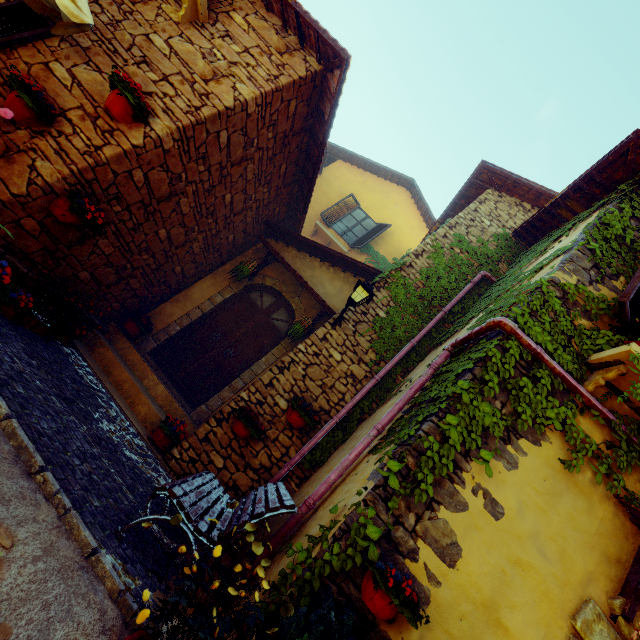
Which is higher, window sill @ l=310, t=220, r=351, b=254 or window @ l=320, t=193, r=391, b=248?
window @ l=320, t=193, r=391, b=248

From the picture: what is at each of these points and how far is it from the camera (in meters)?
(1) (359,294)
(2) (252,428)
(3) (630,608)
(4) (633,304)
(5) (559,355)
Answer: (1) street light, 5.36
(2) flower pot, 4.76
(3) door eaves, 2.33
(4) window, 3.19
(5) vines, 3.13

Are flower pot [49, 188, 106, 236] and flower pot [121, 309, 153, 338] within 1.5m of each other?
no

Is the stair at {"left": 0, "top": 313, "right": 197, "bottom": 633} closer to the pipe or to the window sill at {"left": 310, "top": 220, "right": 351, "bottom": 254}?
the pipe

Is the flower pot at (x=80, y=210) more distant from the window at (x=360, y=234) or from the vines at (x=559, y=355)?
the window at (x=360, y=234)

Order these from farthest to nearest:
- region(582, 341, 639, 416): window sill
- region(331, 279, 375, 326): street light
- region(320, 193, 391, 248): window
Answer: region(320, 193, 391, 248): window < region(331, 279, 375, 326): street light < region(582, 341, 639, 416): window sill

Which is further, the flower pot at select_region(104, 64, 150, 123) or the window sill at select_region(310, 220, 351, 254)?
the window sill at select_region(310, 220, 351, 254)

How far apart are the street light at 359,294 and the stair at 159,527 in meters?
3.0 m
